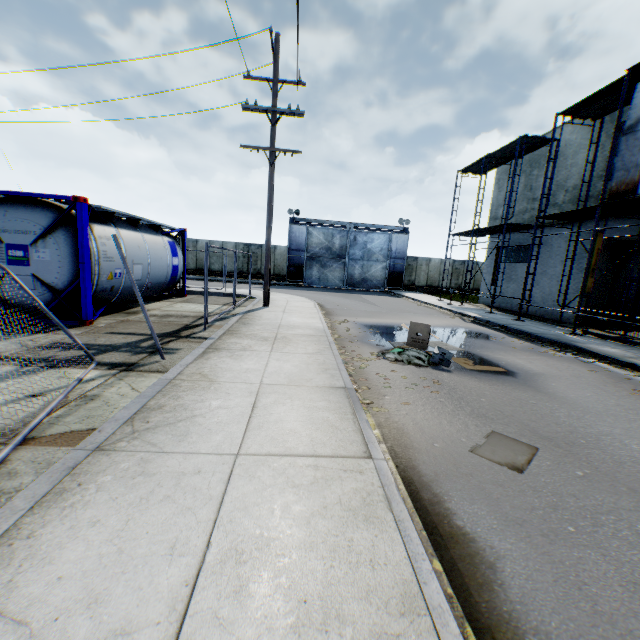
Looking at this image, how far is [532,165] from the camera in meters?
18.6

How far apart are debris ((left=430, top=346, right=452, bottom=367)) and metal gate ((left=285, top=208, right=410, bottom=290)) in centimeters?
2378cm

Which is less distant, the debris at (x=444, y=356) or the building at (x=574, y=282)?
the debris at (x=444, y=356)

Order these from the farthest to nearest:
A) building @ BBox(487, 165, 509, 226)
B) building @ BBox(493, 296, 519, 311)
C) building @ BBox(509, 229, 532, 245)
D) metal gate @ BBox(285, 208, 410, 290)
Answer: metal gate @ BBox(285, 208, 410, 290)
building @ BBox(487, 165, 509, 226)
building @ BBox(493, 296, 519, 311)
building @ BBox(509, 229, 532, 245)

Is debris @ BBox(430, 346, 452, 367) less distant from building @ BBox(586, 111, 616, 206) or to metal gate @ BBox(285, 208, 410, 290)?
building @ BBox(586, 111, 616, 206)

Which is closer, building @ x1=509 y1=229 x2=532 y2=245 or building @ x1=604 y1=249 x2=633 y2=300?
building @ x1=604 y1=249 x2=633 y2=300

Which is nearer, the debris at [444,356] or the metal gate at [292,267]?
the debris at [444,356]

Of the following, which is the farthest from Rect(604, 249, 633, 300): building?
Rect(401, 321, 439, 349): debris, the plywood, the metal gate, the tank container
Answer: the tank container
